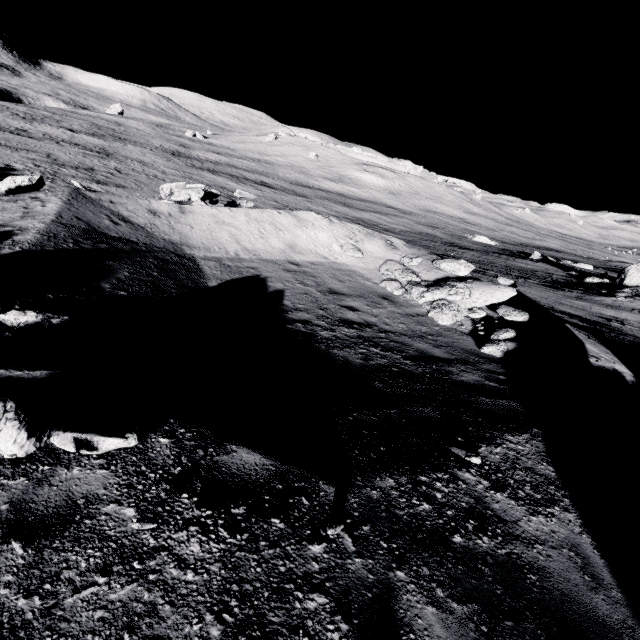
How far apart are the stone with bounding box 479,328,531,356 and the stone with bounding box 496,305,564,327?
0.9m

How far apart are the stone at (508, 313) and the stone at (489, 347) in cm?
85

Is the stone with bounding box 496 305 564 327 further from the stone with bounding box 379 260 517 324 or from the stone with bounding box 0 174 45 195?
the stone with bounding box 0 174 45 195

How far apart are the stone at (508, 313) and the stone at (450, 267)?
3.1m

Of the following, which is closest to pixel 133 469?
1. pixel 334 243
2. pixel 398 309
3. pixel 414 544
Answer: pixel 414 544

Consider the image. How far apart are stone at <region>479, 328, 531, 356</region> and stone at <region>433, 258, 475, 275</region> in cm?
469

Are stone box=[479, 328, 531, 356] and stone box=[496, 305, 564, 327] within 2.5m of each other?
yes

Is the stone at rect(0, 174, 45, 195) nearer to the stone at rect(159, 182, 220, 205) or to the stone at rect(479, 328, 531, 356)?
the stone at rect(159, 182, 220, 205)
